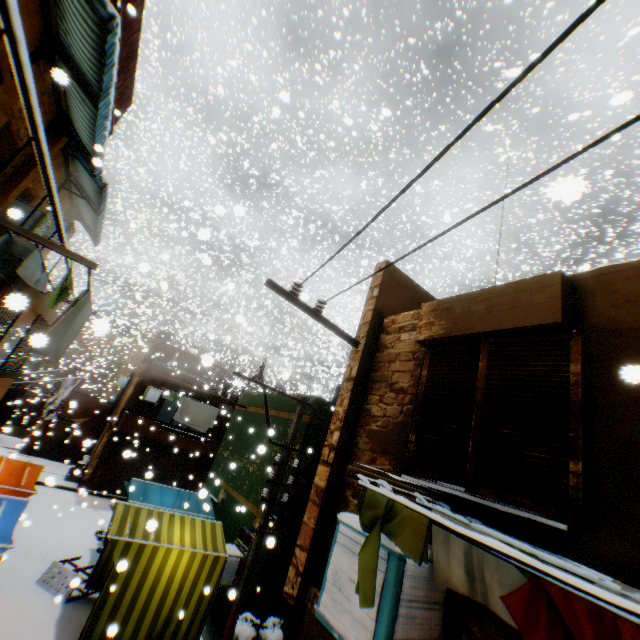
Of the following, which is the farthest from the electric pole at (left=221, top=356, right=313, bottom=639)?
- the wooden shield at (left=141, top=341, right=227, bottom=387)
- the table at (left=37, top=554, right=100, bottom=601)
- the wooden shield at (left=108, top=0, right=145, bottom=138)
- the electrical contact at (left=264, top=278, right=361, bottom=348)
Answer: the wooden shield at (left=108, top=0, right=145, bottom=138)

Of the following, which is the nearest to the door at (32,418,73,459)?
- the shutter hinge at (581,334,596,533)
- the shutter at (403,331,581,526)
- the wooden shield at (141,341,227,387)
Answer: the wooden shield at (141,341,227,387)

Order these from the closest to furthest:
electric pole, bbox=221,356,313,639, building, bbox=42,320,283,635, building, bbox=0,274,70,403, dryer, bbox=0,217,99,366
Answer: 1. dryer, bbox=0,217,99,366
2. building, bbox=0,274,70,403
3. electric pole, bbox=221,356,313,639
4. building, bbox=42,320,283,635

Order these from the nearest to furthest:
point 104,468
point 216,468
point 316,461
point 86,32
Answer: point 86,32 → point 316,461 → point 216,468 → point 104,468

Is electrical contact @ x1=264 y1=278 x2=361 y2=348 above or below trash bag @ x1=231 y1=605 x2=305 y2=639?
above

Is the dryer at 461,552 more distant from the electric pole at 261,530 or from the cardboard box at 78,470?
the cardboard box at 78,470

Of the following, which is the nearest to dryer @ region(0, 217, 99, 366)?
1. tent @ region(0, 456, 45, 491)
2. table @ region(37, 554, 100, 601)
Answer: tent @ region(0, 456, 45, 491)

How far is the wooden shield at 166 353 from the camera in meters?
19.5 m
